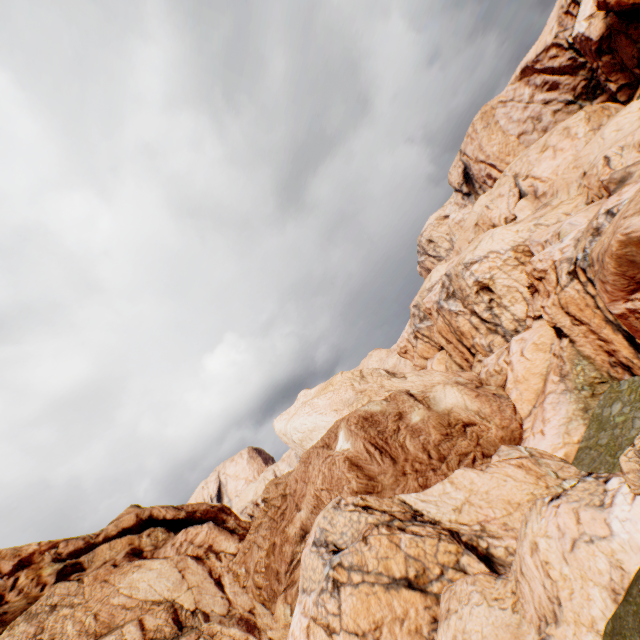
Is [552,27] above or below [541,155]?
above
